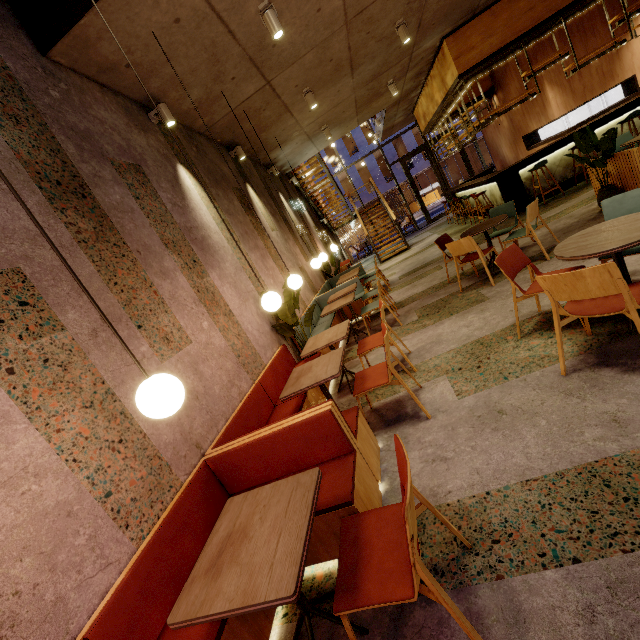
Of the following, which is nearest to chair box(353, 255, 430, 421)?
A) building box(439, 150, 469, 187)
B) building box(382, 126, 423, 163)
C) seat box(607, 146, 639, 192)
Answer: seat box(607, 146, 639, 192)

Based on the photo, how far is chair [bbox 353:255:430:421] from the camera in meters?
2.9

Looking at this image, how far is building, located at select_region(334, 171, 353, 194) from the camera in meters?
32.7

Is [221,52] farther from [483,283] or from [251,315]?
[483,283]

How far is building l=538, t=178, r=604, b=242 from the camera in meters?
5.3 m

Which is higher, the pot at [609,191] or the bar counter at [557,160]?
the bar counter at [557,160]

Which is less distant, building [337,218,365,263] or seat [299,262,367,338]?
seat [299,262,367,338]

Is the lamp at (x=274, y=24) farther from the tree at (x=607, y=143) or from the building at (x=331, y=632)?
the tree at (x=607, y=143)
